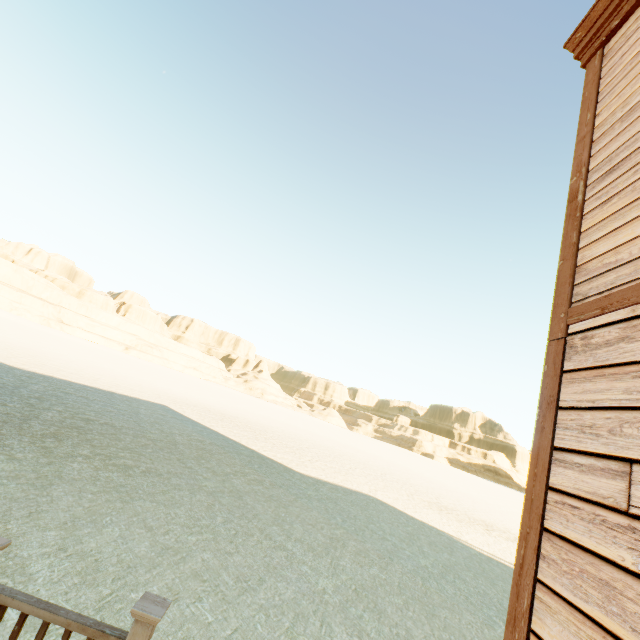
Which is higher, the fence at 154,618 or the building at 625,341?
the building at 625,341

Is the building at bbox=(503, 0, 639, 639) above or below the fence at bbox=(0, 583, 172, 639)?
above

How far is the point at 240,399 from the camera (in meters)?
58.19
